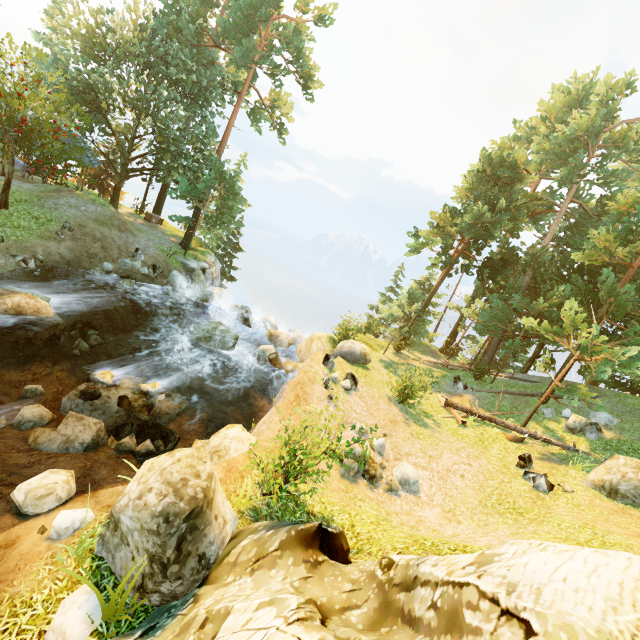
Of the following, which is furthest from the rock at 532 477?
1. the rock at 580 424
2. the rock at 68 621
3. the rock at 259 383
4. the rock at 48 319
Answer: the rock at 48 319

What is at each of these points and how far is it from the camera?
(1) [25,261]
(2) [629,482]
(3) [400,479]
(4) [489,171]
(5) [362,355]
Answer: (1) rock, 15.20m
(2) rock, 10.38m
(3) rock, 11.02m
(4) tree, 23.22m
(5) rock, 18.17m

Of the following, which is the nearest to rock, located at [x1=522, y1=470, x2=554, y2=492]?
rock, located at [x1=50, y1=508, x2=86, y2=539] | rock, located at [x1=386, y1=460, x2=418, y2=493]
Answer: rock, located at [x1=386, y1=460, x2=418, y2=493]

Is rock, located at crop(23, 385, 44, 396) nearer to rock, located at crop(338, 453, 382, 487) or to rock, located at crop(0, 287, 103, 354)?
rock, located at crop(0, 287, 103, 354)

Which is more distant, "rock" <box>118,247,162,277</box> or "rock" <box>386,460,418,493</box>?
"rock" <box>118,247,162,277</box>

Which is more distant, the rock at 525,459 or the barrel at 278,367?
the barrel at 278,367

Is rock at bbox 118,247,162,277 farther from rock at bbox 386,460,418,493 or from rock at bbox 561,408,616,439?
rock at bbox 561,408,616,439

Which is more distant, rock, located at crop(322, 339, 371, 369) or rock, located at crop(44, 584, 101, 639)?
rock, located at crop(322, 339, 371, 369)
